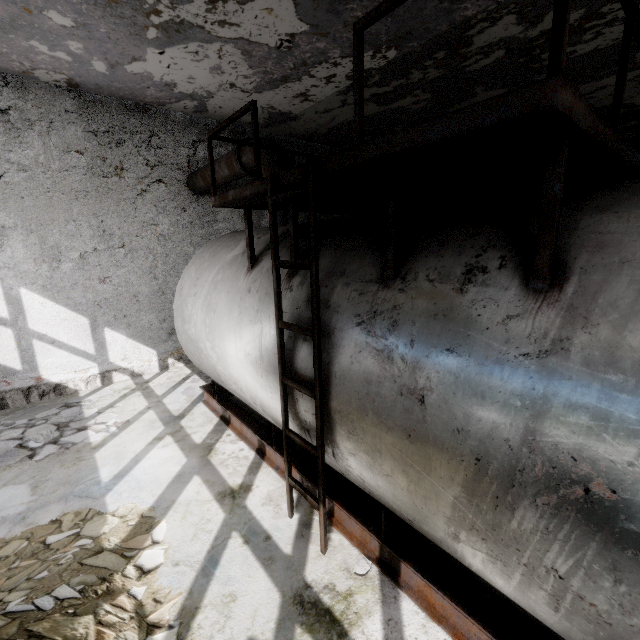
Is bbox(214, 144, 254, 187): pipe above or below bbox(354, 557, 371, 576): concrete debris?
above

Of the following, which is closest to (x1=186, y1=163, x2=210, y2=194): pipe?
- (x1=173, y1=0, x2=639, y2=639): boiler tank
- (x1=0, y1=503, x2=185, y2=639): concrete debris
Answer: (x1=173, y1=0, x2=639, y2=639): boiler tank

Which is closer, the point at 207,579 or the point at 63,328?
the point at 207,579

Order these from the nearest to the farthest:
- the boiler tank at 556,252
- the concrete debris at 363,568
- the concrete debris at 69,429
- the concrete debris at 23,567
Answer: the boiler tank at 556,252
the concrete debris at 23,567
the concrete debris at 363,568
the concrete debris at 69,429

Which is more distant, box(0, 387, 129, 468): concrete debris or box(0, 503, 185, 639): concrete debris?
box(0, 387, 129, 468): concrete debris

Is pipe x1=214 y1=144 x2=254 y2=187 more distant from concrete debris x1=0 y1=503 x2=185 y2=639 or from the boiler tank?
concrete debris x1=0 y1=503 x2=185 y2=639

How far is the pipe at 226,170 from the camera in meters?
6.3 m

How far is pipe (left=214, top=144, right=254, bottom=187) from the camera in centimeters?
628cm
